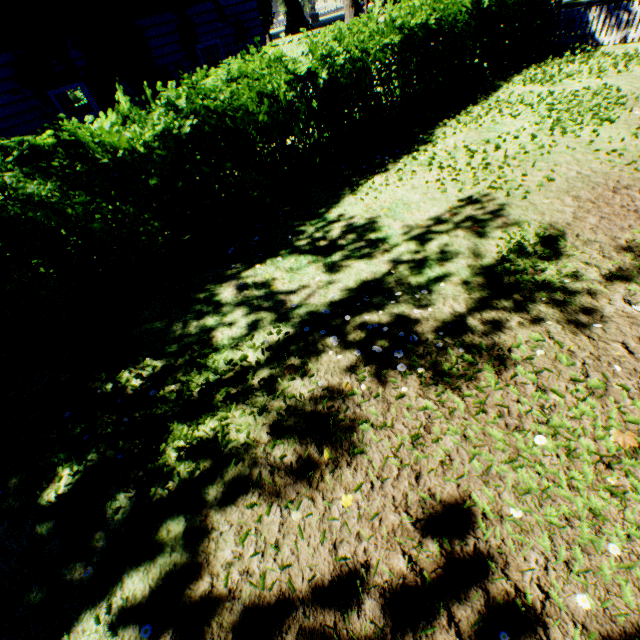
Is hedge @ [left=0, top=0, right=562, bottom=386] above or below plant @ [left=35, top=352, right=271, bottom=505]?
above

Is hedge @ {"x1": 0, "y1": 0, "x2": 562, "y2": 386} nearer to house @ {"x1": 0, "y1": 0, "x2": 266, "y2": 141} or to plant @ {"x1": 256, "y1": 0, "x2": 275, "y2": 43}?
plant @ {"x1": 256, "y1": 0, "x2": 275, "y2": 43}

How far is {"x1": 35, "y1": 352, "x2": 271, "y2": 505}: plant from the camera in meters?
3.1 m

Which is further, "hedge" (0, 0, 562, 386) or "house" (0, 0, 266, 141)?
"house" (0, 0, 266, 141)

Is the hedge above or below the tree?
below

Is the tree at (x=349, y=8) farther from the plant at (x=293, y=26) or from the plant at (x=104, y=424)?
the plant at (x=293, y=26)

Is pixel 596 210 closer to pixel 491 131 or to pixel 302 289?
pixel 491 131

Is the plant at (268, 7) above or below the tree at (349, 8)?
above
